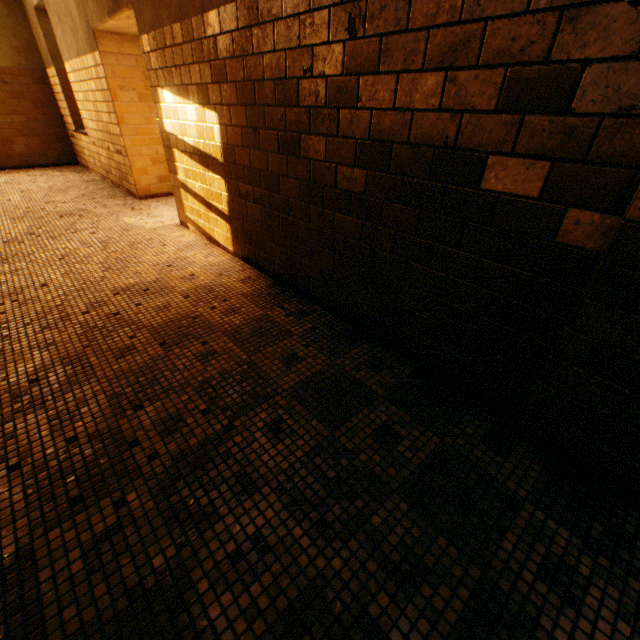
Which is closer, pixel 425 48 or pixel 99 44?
pixel 425 48
